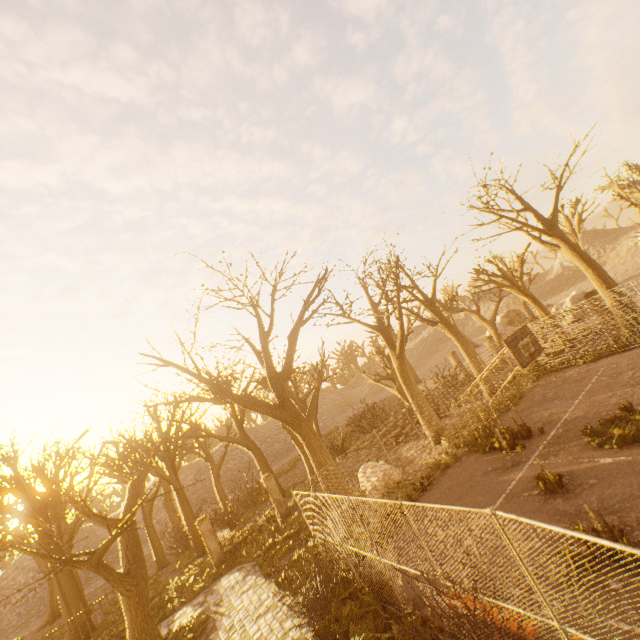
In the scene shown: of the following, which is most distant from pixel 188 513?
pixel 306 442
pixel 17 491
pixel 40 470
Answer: pixel 306 442

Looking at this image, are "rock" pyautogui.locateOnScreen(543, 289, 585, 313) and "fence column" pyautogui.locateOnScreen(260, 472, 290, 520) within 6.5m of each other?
no

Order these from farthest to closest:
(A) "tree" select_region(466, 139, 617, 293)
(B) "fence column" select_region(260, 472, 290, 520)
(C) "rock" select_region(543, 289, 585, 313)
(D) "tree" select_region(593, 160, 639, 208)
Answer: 1. (C) "rock" select_region(543, 289, 585, 313)
2. (D) "tree" select_region(593, 160, 639, 208)
3. (B) "fence column" select_region(260, 472, 290, 520)
4. (A) "tree" select_region(466, 139, 617, 293)

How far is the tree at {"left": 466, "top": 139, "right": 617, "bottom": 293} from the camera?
17.6m

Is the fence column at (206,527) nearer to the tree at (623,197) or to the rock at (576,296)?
the tree at (623,197)

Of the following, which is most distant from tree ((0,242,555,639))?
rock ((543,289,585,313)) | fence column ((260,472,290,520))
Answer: rock ((543,289,585,313))

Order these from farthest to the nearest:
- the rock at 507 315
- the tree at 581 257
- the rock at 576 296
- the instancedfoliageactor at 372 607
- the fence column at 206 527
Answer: the rock at 507 315, the rock at 576 296, the tree at 581 257, the fence column at 206 527, the instancedfoliageactor at 372 607

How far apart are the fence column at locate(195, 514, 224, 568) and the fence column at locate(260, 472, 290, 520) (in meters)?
3.30
